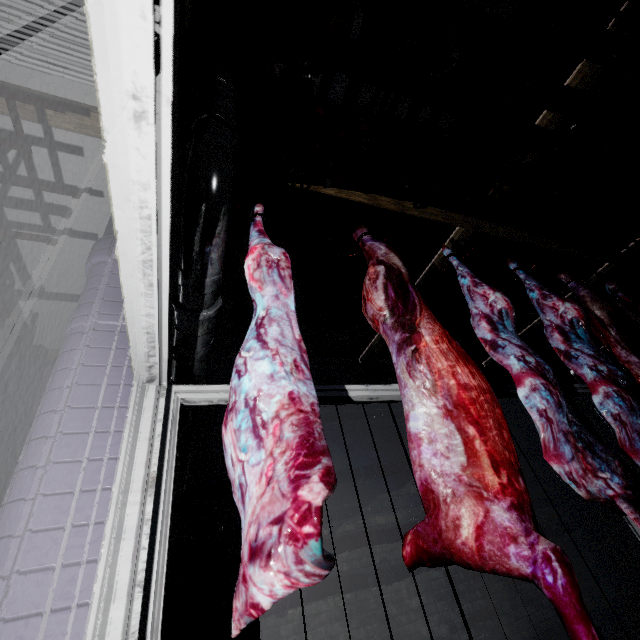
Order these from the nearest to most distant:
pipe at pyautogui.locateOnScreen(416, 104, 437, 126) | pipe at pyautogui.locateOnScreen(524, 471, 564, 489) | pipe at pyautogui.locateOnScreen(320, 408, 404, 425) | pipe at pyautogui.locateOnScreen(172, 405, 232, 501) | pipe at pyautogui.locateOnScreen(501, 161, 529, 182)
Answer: pipe at pyautogui.locateOnScreen(172, 405, 232, 501) < pipe at pyautogui.locateOnScreen(416, 104, 437, 126) < pipe at pyautogui.locateOnScreen(501, 161, 529, 182) < pipe at pyautogui.locateOnScreen(320, 408, 404, 425) < pipe at pyautogui.locateOnScreen(524, 471, 564, 489)

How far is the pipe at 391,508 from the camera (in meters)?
4.03

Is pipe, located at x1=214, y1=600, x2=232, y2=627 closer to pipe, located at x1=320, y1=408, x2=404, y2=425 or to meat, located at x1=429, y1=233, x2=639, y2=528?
pipe, located at x1=320, y1=408, x2=404, y2=425

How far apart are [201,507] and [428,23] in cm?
514

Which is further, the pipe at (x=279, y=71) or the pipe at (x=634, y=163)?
the pipe at (x=634, y=163)

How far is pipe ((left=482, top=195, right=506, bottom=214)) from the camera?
3.5 meters

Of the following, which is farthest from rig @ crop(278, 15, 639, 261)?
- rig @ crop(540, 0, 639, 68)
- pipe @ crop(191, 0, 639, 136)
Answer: rig @ crop(540, 0, 639, 68)

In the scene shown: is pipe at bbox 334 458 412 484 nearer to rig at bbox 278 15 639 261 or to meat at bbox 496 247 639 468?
rig at bbox 278 15 639 261
